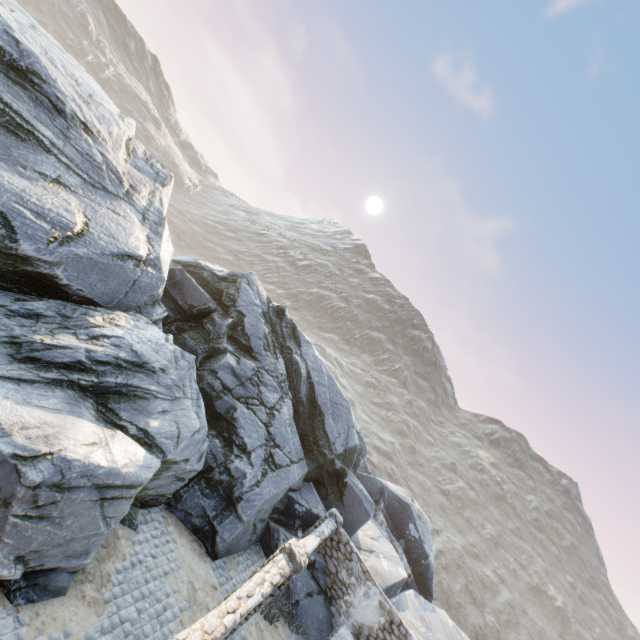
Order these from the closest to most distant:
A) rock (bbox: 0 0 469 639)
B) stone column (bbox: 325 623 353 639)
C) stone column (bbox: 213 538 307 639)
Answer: rock (bbox: 0 0 469 639) < stone column (bbox: 213 538 307 639) < stone column (bbox: 325 623 353 639)

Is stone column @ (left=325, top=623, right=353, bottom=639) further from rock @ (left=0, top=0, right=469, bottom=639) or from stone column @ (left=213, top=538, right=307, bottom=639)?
stone column @ (left=213, top=538, right=307, bottom=639)

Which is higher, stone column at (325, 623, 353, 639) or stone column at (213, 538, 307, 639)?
stone column at (213, 538, 307, 639)

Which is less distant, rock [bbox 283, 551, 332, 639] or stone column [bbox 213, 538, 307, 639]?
stone column [bbox 213, 538, 307, 639]

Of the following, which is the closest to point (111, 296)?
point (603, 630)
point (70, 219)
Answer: point (70, 219)

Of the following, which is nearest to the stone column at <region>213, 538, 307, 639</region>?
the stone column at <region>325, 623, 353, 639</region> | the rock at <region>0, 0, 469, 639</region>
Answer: the rock at <region>0, 0, 469, 639</region>

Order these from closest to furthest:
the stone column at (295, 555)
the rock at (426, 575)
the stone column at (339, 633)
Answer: the rock at (426, 575) < the stone column at (295, 555) < the stone column at (339, 633)

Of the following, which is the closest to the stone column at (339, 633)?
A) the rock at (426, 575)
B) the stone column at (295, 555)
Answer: the rock at (426, 575)
